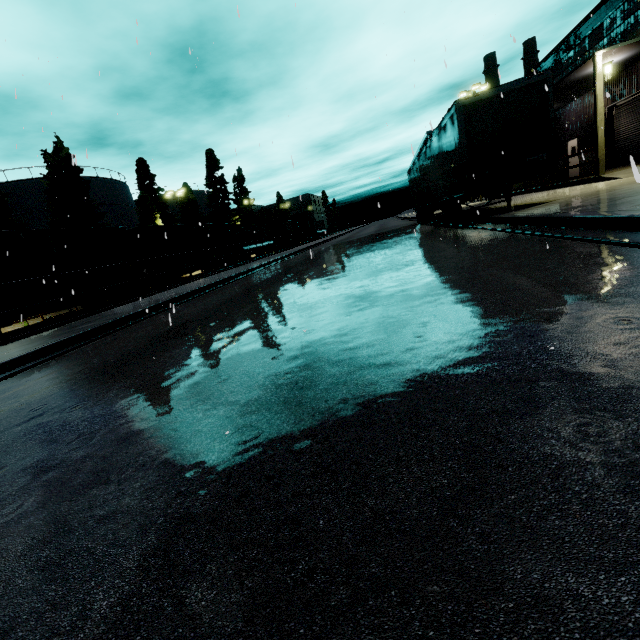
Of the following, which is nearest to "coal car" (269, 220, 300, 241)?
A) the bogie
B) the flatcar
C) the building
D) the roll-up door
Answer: the bogie

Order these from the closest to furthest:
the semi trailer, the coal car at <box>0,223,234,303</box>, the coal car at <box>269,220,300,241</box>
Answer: the semi trailer, the coal car at <box>0,223,234,303</box>, the coal car at <box>269,220,300,241</box>

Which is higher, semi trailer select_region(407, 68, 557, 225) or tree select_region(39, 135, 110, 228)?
tree select_region(39, 135, 110, 228)

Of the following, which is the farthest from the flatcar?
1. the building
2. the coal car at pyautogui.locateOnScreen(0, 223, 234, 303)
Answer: the building

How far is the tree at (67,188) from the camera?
27.78m

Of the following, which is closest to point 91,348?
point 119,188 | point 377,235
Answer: point 377,235

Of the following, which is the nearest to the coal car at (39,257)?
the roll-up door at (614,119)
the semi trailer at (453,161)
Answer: the semi trailer at (453,161)

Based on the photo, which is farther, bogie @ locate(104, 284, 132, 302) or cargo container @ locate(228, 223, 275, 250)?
cargo container @ locate(228, 223, 275, 250)
